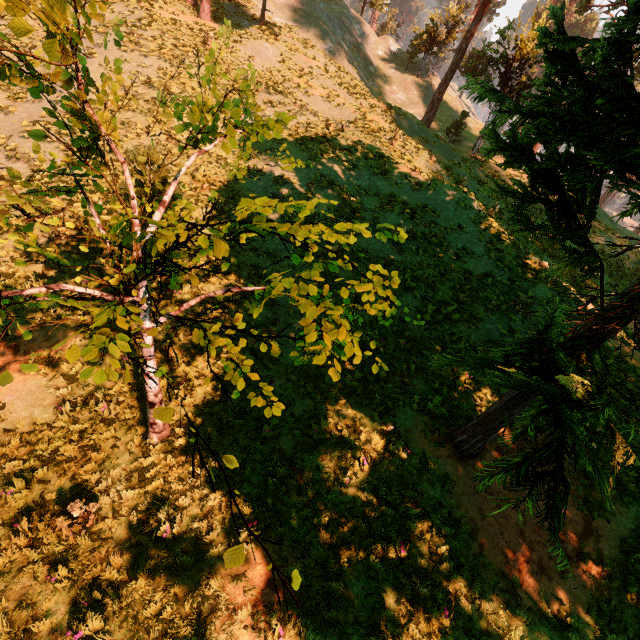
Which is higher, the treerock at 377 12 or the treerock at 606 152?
the treerock at 377 12

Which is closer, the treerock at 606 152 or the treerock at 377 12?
the treerock at 606 152

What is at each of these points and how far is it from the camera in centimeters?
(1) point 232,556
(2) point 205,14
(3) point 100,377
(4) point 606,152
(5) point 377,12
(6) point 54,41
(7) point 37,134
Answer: (1) treerock, 243cm
(2) treerock, 2319cm
(3) treerock, 324cm
(4) treerock, 408cm
(5) treerock, 4722cm
(6) treerock, 266cm
(7) treerock, 335cm

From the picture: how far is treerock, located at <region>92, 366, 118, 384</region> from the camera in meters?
3.2 m

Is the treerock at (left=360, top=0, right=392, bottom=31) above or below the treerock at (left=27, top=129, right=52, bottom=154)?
above

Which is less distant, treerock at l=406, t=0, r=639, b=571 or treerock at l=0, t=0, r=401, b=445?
treerock at l=0, t=0, r=401, b=445
